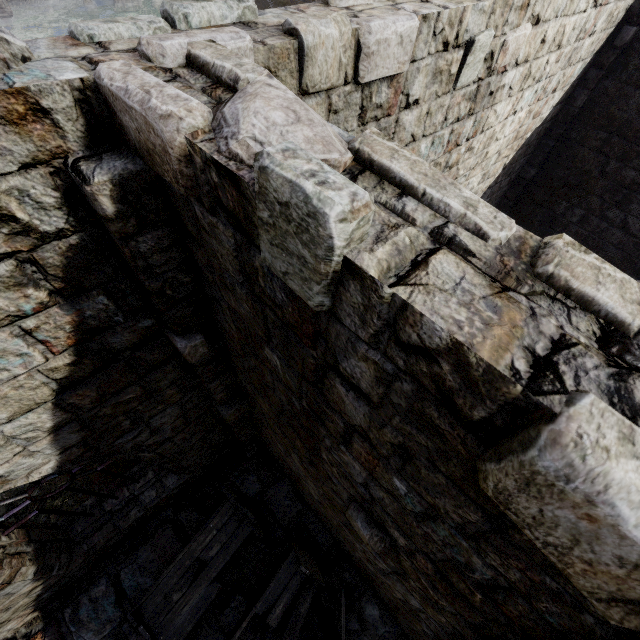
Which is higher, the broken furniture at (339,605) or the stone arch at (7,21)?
the broken furniture at (339,605)

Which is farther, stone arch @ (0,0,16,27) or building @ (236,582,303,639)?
stone arch @ (0,0,16,27)

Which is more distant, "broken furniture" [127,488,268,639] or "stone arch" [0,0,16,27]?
"stone arch" [0,0,16,27]

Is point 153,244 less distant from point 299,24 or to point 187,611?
point 299,24

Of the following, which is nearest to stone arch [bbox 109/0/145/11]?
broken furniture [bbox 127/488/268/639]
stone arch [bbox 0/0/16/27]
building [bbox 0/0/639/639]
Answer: building [bbox 0/0/639/639]

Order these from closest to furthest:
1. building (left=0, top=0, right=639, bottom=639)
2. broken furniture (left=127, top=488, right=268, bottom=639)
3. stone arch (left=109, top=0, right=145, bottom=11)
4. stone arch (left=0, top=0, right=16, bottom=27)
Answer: building (left=0, top=0, right=639, bottom=639)
broken furniture (left=127, top=488, right=268, bottom=639)
stone arch (left=0, top=0, right=16, bottom=27)
stone arch (left=109, top=0, right=145, bottom=11)

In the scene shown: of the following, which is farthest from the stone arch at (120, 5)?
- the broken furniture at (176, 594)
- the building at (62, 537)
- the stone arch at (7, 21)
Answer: the broken furniture at (176, 594)
